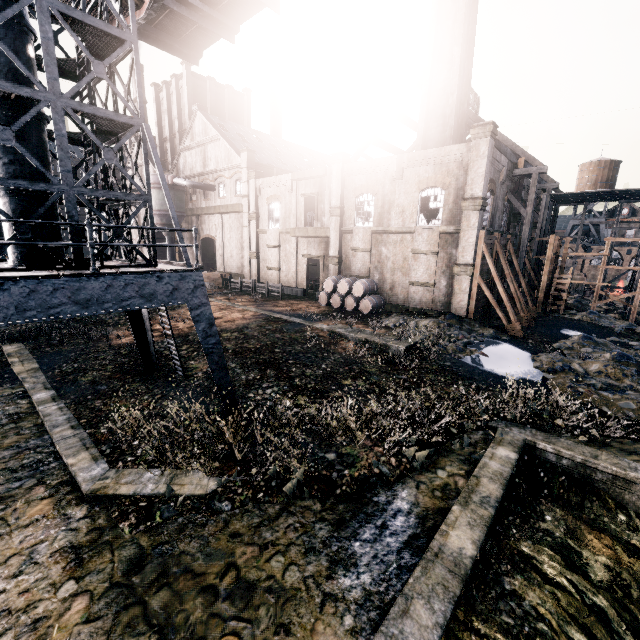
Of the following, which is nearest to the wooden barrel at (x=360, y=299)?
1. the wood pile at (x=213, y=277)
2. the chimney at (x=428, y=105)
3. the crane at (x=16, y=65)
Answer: the chimney at (x=428, y=105)

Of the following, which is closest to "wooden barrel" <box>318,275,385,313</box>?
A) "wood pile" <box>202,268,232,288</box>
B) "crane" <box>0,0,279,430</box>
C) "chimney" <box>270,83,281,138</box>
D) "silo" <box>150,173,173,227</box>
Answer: "wood pile" <box>202,268,232,288</box>

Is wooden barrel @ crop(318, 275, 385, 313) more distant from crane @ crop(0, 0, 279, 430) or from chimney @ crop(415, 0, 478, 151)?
crane @ crop(0, 0, 279, 430)

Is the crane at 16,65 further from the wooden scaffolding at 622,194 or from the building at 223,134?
the building at 223,134

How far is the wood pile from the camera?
38.6 meters

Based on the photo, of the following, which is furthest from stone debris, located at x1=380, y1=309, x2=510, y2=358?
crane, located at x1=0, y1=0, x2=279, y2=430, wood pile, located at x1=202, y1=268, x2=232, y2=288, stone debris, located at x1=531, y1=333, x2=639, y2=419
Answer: wood pile, located at x1=202, y1=268, x2=232, y2=288

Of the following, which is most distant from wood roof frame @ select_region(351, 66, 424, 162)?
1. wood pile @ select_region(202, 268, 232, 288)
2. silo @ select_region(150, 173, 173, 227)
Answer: silo @ select_region(150, 173, 173, 227)

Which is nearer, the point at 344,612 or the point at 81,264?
the point at 344,612
